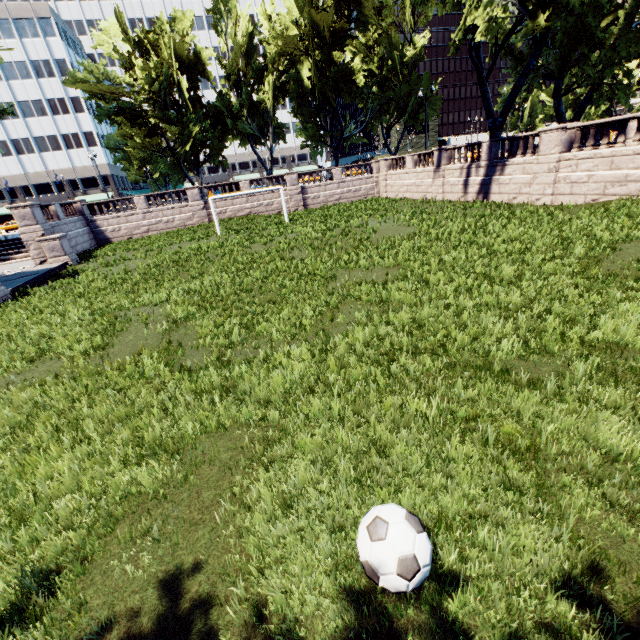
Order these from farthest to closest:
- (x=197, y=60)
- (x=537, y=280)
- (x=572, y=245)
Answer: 1. (x=197, y=60)
2. (x=572, y=245)
3. (x=537, y=280)

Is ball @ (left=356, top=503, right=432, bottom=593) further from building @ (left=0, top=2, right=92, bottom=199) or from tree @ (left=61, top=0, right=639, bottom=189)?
building @ (left=0, top=2, right=92, bottom=199)

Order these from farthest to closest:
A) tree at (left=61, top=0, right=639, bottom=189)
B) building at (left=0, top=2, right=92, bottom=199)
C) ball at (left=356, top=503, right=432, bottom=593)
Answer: building at (left=0, top=2, right=92, bottom=199) < tree at (left=61, top=0, right=639, bottom=189) < ball at (left=356, top=503, right=432, bottom=593)

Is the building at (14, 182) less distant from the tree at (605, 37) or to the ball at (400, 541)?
the tree at (605, 37)

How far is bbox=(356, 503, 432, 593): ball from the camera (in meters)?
2.74

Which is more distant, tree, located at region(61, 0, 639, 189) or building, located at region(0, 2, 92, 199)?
building, located at region(0, 2, 92, 199)

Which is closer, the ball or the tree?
the ball

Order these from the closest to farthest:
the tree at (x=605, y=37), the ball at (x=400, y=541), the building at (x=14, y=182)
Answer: the ball at (x=400, y=541)
the tree at (x=605, y=37)
the building at (x=14, y=182)
